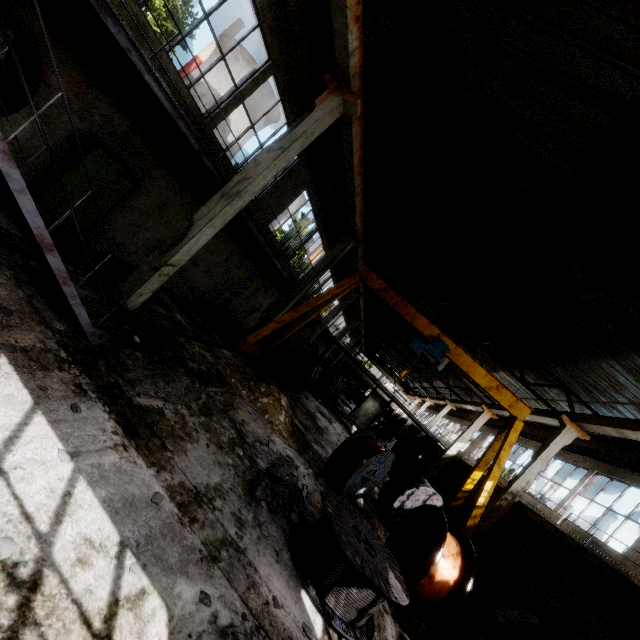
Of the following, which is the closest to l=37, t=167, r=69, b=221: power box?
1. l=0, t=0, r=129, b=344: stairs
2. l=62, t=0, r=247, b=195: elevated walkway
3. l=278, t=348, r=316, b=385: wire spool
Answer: l=62, t=0, r=247, b=195: elevated walkway

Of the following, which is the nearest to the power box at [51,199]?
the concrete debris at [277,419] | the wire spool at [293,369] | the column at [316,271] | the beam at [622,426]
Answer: the concrete debris at [277,419]

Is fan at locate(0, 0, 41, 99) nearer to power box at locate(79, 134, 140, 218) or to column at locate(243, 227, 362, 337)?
power box at locate(79, 134, 140, 218)

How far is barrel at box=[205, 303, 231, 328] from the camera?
13.99m

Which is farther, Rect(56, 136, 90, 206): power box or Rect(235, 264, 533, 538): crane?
Rect(235, 264, 533, 538): crane

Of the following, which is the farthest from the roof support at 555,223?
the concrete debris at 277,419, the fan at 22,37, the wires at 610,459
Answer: the concrete debris at 277,419

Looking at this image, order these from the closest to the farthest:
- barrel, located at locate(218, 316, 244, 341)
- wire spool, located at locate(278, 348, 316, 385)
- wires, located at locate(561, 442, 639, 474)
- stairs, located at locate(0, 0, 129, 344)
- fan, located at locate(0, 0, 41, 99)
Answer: stairs, located at locate(0, 0, 129, 344)
fan, located at locate(0, 0, 41, 99)
wires, located at locate(561, 442, 639, 474)
barrel, located at locate(218, 316, 244, 341)
wire spool, located at locate(278, 348, 316, 385)

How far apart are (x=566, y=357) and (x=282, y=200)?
13.8 meters
